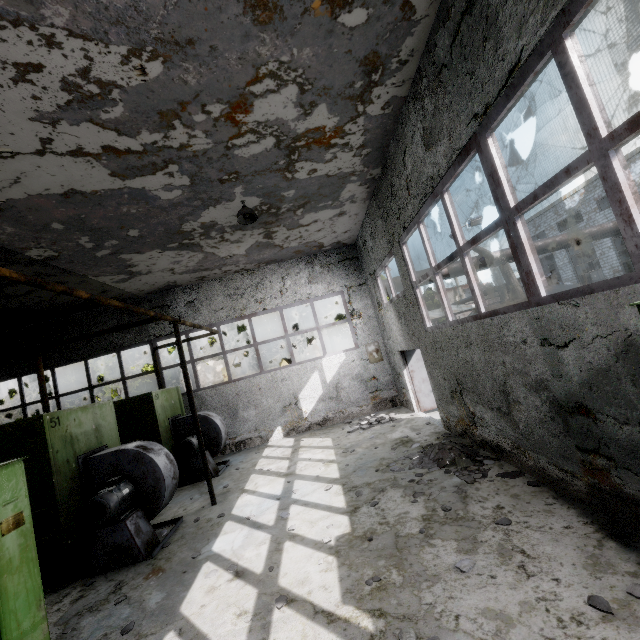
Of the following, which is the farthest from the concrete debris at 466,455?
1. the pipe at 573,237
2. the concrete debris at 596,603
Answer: the pipe at 573,237

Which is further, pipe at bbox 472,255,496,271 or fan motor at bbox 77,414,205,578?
pipe at bbox 472,255,496,271

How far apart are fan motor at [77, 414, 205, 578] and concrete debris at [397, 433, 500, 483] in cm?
458

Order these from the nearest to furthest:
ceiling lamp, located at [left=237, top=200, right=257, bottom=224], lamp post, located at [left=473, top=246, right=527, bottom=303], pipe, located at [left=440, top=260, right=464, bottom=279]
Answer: ceiling lamp, located at [left=237, top=200, right=257, bottom=224] → lamp post, located at [left=473, top=246, right=527, bottom=303] → pipe, located at [left=440, top=260, right=464, bottom=279]

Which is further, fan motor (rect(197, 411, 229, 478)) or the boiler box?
fan motor (rect(197, 411, 229, 478))

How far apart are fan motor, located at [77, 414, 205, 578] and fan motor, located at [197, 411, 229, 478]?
Answer: 2.4m

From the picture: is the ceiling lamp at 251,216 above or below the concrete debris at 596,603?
above

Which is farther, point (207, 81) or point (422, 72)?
point (422, 72)
